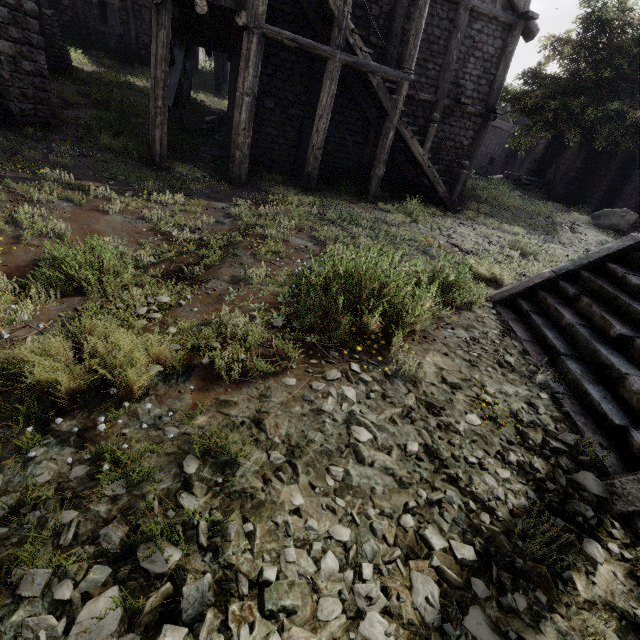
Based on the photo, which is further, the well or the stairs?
the well

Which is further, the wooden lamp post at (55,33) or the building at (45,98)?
the wooden lamp post at (55,33)

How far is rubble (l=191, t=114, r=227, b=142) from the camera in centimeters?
1358cm

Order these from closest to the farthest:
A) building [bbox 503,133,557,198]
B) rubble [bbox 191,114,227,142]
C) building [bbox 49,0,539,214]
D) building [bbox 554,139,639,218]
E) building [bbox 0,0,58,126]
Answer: building [bbox 0,0,58,126] → building [bbox 49,0,539,214] → rubble [bbox 191,114,227,142] → building [bbox 554,139,639,218] → building [bbox 503,133,557,198]

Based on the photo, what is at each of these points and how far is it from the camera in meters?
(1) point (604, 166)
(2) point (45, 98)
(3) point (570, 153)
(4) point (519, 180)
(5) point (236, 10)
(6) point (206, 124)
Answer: (1) building, 24.6 m
(2) building, 9.3 m
(3) building, 26.4 m
(4) building, 28.5 m
(5) building, 8.4 m
(6) rubble, 14.3 m

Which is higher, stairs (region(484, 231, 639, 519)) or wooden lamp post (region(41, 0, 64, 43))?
wooden lamp post (region(41, 0, 64, 43))

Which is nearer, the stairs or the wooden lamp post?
the stairs

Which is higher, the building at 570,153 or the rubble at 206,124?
the building at 570,153
